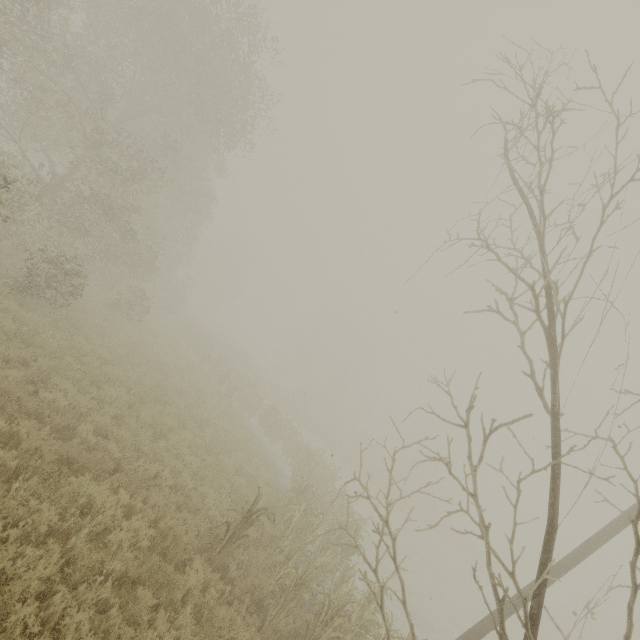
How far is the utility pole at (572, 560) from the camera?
7.4 meters

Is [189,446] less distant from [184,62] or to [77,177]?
[77,177]

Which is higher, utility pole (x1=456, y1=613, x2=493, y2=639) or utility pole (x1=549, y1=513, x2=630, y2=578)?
utility pole (x1=549, y1=513, x2=630, y2=578)

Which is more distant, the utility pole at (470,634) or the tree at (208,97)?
the utility pole at (470,634)

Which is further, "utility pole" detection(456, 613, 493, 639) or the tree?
"utility pole" detection(456, 613, 493, 639)

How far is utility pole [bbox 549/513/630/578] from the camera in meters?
7.4
